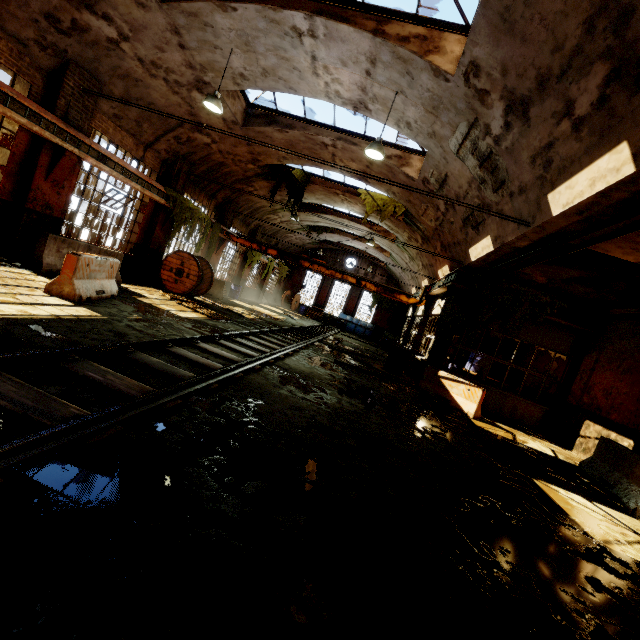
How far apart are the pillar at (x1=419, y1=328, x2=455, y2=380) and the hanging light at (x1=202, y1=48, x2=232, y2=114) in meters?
9.8

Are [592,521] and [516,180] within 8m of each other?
yes

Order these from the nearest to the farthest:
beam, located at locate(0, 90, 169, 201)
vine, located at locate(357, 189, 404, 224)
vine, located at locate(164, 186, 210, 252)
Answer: beam, located at locate(0, 90, 169, 201)
vine, located at locate(164, 186, 210, 252)
vine, located at locate(357, 189, 404, 224)

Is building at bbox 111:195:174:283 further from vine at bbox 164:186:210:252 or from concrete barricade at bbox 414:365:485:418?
concrete barricade at bbox 414:365:485:418

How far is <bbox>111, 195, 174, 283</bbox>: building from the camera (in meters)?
13.22

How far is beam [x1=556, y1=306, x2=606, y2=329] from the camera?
11.6m

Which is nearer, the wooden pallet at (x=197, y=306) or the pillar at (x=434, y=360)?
the wooden pallet at (x=197, y=306)

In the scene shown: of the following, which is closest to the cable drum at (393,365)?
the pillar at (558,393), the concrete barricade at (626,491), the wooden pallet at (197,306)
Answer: the pillar at (558,393)
